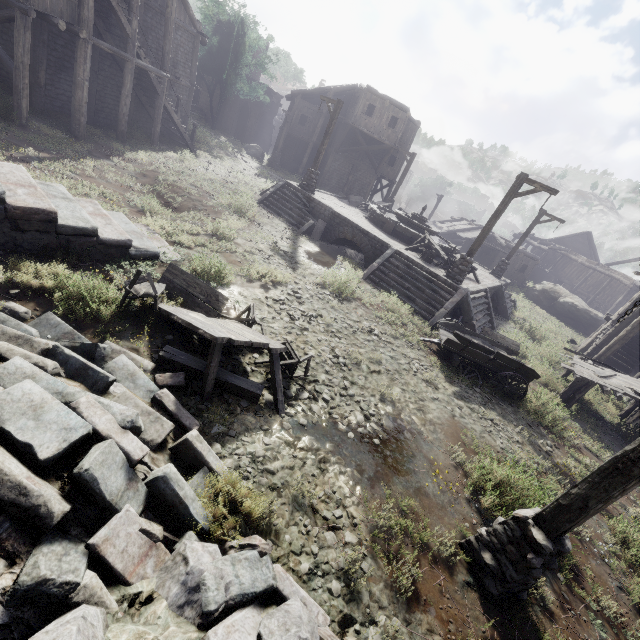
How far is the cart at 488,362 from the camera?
9.9m

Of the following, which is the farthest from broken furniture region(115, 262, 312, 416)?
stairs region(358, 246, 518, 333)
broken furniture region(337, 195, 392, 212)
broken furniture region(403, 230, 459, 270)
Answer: broken furniture region(337, 195, 392, 212)

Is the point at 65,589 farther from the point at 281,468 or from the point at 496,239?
the point at 496,239

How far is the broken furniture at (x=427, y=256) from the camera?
15.5 meters

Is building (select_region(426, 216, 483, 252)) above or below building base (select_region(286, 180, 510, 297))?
above

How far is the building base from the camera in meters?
14.6 m

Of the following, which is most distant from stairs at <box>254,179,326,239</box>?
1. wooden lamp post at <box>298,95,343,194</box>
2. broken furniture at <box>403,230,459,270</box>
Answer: broken furniture at <box>403,230,459,270</box>

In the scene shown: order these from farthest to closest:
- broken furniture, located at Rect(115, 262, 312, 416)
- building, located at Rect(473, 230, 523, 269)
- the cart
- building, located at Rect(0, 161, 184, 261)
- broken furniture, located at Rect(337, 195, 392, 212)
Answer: building, located at Rect(473, 230, 523, 269) → broken furniture, located at Rect(337, 195, 392, 212) → the cart → building, located at Rect(0, 161, 184, 261) → broken furniture, located at Rect(115, 262, 312, 416)
